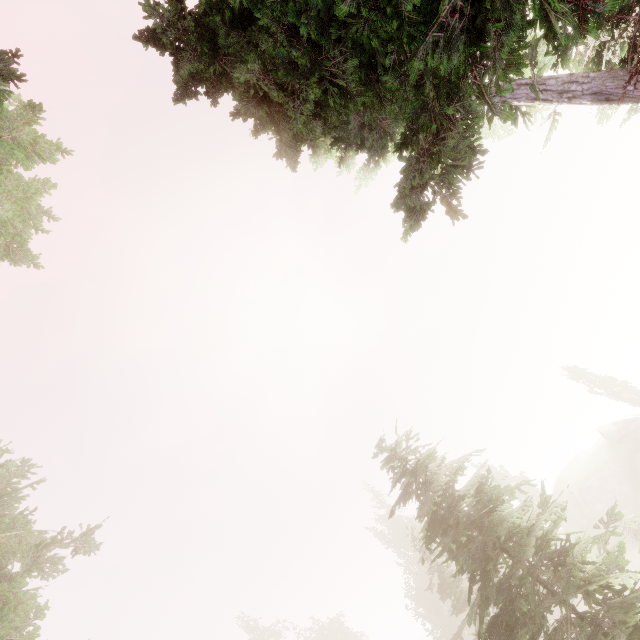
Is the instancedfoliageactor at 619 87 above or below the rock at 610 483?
above

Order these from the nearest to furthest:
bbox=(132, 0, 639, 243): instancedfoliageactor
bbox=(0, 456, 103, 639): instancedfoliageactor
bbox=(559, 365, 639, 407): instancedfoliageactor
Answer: bbox=(132, 0, 639, 243): instancedfoliageactor < bbox=(0, 456, 103, 639): instancedfoliageactor < bbox=(559, 365, 639, 407): instancedfoliageactor

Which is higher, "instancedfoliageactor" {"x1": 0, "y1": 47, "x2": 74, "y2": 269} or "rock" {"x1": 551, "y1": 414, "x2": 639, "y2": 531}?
"instancedfoliageactor" {"x1": 0, "y1": 47, "x2": 74, "y2": 269}

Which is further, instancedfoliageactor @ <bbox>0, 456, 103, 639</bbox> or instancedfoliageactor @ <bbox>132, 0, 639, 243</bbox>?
instancedfoliageactor @ <bbox>0, 456, 103, 639</bbox>

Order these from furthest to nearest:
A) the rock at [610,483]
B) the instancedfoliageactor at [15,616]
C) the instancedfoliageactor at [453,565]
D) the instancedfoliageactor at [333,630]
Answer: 1. the instancedfoliageactor at [333,630]
2. the rock at [610,483]
3. the instancedfoliageactor at [15,616]
4. the instancedfoliageactor at [453,565]

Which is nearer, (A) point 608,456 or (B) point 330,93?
(B) point 330,93
